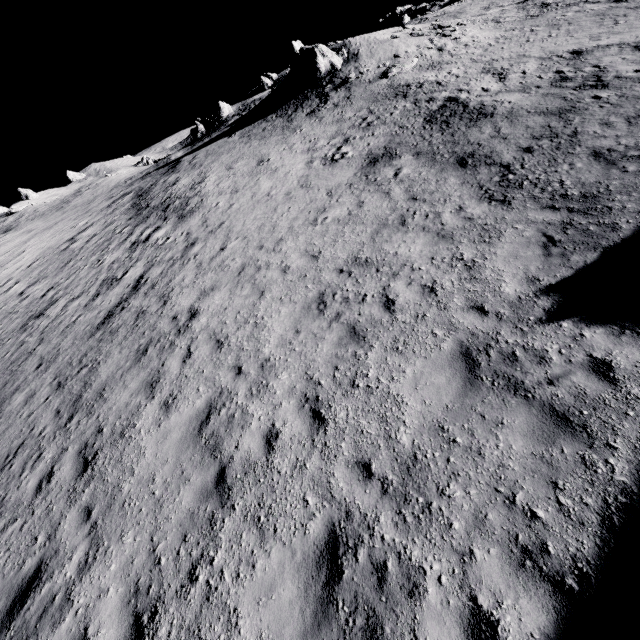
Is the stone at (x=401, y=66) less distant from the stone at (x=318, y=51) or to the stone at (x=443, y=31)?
the stone at (x=443, y=31)

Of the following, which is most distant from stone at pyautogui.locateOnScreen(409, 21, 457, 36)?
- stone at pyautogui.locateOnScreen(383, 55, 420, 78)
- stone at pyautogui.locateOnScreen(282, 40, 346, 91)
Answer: stone at pyautogui.locateOnScreen(282, 40, 346, 91)

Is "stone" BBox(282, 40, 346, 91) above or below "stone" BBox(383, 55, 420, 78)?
above

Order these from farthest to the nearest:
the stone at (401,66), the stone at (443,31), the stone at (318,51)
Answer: the stone at (318,51) → the stone at (443,31) → the stone at (401,66)

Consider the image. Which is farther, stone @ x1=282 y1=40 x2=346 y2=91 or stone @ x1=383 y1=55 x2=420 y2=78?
stone @ x1=282 y1=40 x2=346 y2=91

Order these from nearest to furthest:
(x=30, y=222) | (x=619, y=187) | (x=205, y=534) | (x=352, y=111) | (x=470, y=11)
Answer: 1. (x=205, y=534)
2. (x=619, y=187)
3. (x=352, y=111)
4. (x=470, y=11)
5. (x=30, y=222)

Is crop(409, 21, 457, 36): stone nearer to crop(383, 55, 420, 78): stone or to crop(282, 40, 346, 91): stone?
crop(383, 55, 420, 78): stone

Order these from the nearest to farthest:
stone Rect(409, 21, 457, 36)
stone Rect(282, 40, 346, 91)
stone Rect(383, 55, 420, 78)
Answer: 1. stone Rect(383, 55, 420, 78)
2. stone Rect(409, 21, 457, 36)
3. stone Rect(282, 40, 346, 91)
